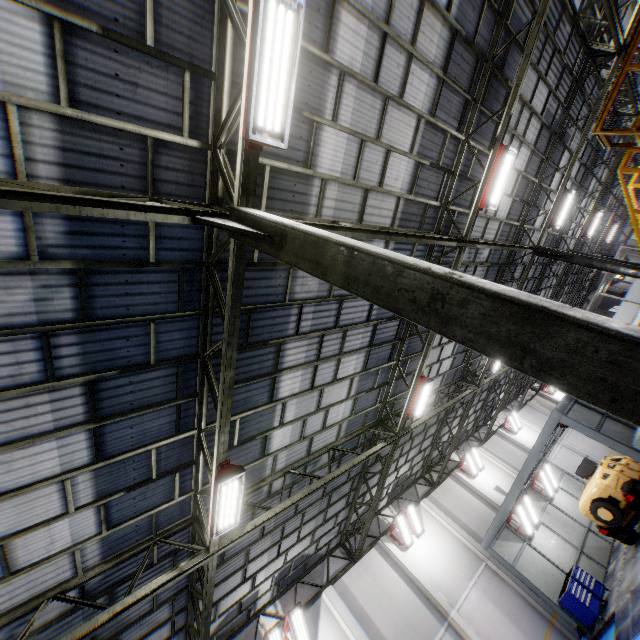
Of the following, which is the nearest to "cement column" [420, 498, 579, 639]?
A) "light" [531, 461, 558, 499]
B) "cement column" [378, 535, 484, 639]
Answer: "cement column" [378, 535, 484, 639]

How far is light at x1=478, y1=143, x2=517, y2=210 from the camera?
8.62m

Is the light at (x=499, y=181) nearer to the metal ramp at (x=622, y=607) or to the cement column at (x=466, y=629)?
the metal ramp at (x=622, y=607)

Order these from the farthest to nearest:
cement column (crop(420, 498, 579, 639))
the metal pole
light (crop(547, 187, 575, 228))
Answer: cement column (crop(420, 498, 579, 639)) < light (crop(547, 187, 575, 228)) < the metal pole

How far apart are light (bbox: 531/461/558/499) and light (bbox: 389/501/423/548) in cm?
826

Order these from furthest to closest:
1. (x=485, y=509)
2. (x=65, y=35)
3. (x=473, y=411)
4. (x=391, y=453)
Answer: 1. (x=473, y=411)
2. (x=485, y=509)
3. (x=391, y=453)
4. (x=65, y=35)

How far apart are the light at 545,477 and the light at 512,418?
8.4 meters

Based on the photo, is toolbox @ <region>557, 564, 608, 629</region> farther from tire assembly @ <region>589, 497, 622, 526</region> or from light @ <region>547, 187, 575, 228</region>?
light @ <region>547, 187, 575, 228</region>
